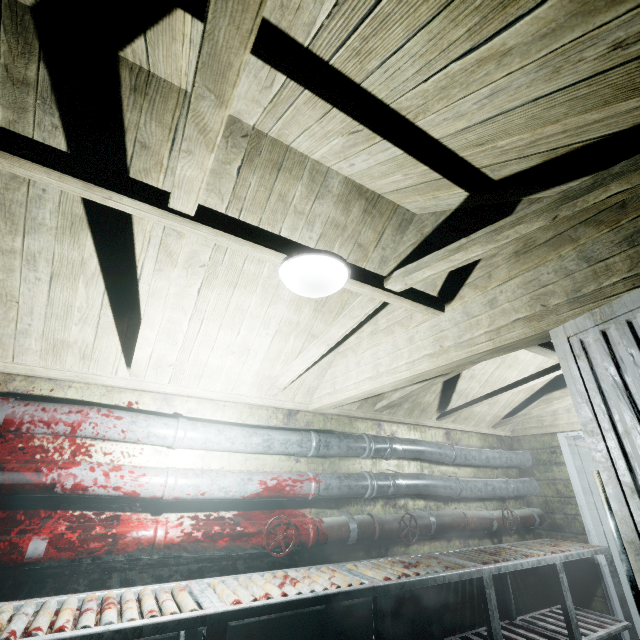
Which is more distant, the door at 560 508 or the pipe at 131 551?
the door at 560 508

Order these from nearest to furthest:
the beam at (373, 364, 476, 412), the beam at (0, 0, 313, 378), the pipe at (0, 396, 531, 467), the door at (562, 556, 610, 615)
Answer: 1. the beam at (0, 0, 313, 378)
2. the pipe at (0, 396, 531, 467)
3. the beam at (373, 364, 476, 412)
4. the door at (562, 556, 610, 615)

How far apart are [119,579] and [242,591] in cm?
83

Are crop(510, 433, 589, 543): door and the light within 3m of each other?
no

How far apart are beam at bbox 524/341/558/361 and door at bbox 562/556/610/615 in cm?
132

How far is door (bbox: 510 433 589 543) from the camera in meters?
3.7

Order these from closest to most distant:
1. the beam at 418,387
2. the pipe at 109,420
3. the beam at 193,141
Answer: the beam at 193,141 < the pipe at 109,420 < the beam at 418,387
